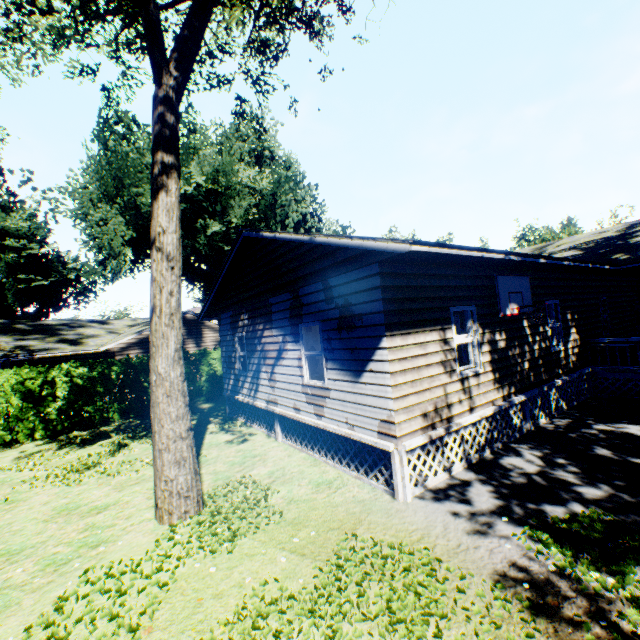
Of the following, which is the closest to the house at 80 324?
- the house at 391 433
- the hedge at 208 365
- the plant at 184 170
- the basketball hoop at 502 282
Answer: the plant at 184 170

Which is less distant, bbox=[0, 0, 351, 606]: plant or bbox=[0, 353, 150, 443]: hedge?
bbox=[0, 0, 351, 606]: plant

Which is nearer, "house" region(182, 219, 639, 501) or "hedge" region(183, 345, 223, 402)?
"house" region(182, 219, 639, 501)

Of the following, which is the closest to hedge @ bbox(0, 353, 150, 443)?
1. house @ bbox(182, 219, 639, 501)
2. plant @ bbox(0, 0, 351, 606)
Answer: plant @ bbox(0, 0, 351, 606)

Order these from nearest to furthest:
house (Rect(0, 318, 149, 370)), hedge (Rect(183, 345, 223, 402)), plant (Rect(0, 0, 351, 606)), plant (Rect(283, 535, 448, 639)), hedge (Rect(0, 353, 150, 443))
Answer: plant (Rect(283, 535, 448, 639)), plant (Rect(0, 0, 351, 606)), hedge (Rect(0, 353, 150, 443)), house (Rect(0, 318, 149, 370)), hedge (Rect(183, 345, 223, 402))

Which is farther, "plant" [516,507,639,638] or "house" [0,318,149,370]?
"house" [0,318,149,370]

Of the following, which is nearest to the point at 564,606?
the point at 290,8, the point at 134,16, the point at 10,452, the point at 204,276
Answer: the point at 10,452

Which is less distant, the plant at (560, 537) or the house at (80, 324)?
the plant at (560, 537)
